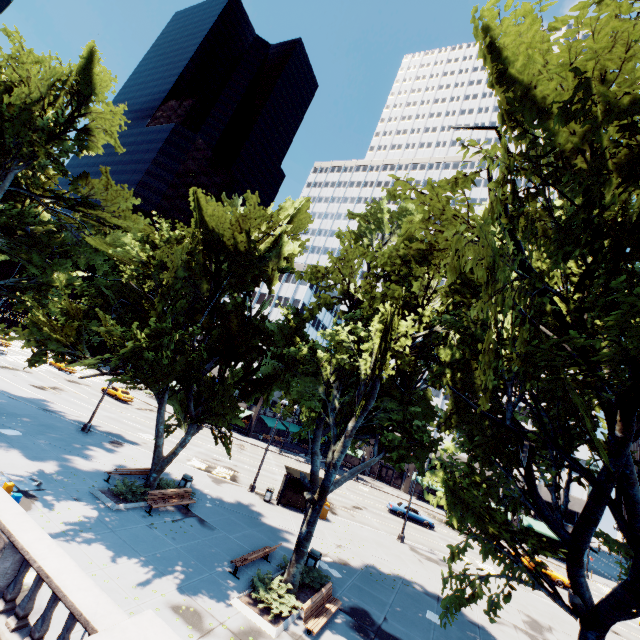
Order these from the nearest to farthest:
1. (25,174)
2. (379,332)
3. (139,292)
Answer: (379,332) → (139,292) → (25,174)

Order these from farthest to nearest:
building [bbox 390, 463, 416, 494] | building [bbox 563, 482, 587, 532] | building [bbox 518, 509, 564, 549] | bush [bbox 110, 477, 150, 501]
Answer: building [bbox 390, 463, 416, 494] → building [bbox 563, 482, 587, 532] → building [bbox 518, 509, 564, 549] → bush [bbox 110, 477, 150, 501]

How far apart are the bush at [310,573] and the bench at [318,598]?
0.51m

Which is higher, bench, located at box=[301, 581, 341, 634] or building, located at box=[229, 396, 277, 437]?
building, located at box=[229, 396, 277, 437]

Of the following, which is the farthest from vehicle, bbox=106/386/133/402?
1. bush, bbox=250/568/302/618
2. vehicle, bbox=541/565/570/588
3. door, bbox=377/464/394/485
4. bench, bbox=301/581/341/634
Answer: vehicle, bbox=541/565/570/588

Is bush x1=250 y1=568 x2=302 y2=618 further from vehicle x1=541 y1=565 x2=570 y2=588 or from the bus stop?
vehicle x1=541 y1=565 x2=570 y2=588

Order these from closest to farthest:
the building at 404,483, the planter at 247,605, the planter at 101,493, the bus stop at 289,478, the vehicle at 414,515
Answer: the planter at 247,605, the planter at 101,493, the bus stop at 289,478, the vehicle at 414,515, the building at 404,483

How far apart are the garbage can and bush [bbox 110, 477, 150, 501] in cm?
862
